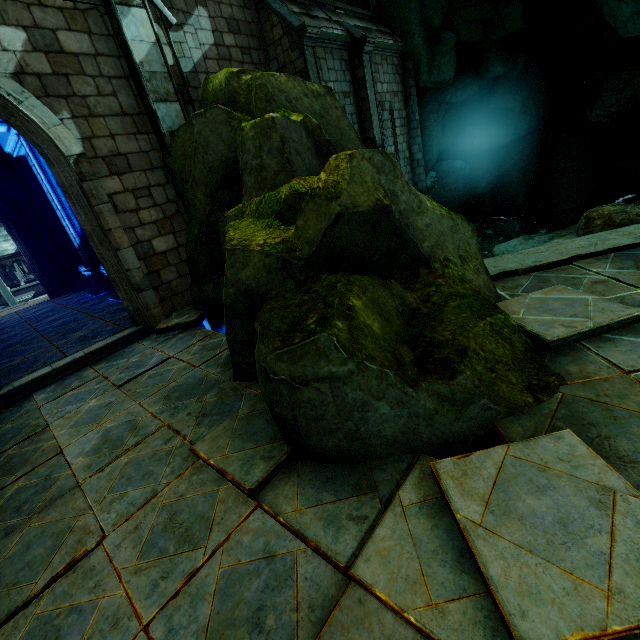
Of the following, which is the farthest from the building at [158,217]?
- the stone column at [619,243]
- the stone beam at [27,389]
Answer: the stone column at [619,243]

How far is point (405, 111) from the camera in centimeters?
1466cm

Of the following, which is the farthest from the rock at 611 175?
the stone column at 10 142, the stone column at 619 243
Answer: the stone column at 10 142

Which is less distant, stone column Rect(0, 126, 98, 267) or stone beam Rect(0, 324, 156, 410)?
stone beam Rect(0, 324, 156, 410)

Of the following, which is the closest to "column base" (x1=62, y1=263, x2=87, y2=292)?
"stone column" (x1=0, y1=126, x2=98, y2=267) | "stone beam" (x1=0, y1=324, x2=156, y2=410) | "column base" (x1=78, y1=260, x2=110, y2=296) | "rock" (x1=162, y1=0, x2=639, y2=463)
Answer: "stone column" (x1=0, y1=126, x2=98, y2=267)

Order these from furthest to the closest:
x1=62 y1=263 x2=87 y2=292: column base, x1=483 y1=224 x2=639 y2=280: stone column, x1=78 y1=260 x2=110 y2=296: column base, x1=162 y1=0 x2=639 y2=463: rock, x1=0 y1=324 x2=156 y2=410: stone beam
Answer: x1=62 y1=263 x2=87 y2=292: column base < x1=78 y1=260 x2=110 y2=296: column base < x1=0 y1=324 x2=156 y2=410: stone beam < x1=483 y1=224 x2=639 y2=280: stone column < x1=162 y1=0 x2=639 y2=463: rock

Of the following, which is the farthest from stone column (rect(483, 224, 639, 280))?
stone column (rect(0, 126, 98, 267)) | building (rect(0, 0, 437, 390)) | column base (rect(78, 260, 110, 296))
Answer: column base (rect(78, 260, 110, 296))

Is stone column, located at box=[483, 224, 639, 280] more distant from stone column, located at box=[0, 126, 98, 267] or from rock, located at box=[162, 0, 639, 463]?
stone column, located at box=[0, 126, 98, 267]
